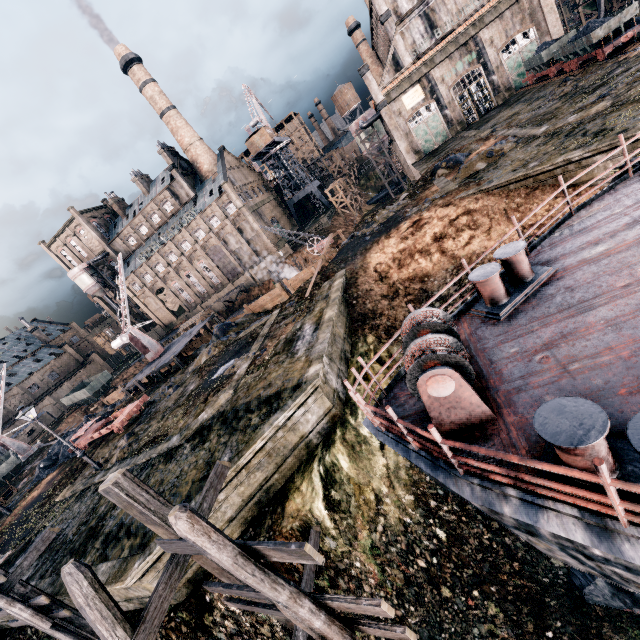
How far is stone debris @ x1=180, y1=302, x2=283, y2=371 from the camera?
26.5m

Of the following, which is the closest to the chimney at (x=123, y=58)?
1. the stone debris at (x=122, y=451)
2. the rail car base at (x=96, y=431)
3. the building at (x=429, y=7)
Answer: the building at (x=429, y=7)

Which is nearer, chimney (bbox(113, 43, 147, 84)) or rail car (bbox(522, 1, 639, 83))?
rail car (bbox(522, 1, 639, 83))

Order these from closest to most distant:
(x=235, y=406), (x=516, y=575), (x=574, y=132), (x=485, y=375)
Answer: (x=485, y=375) → (x=516, y=575) → (x=235, y=406) → (x=574, y=132)

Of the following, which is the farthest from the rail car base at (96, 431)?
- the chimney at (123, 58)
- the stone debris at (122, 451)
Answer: the chimney at (123, 58)

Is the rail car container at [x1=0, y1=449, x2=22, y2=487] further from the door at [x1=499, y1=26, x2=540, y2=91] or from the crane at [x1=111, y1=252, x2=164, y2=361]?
the door at [x1=499, y1=26, x2=540, y2=91]

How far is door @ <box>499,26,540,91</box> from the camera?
37.0 meters

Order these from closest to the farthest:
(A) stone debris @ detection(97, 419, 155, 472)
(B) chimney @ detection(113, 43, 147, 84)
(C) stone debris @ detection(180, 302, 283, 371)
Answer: (A) stone debris @ detection(97, 419, 155, 472) < (C) stone debris @ detection(180, 302, 283, 371) < (B) chimney @ detection(113, 43, 147, 84)
